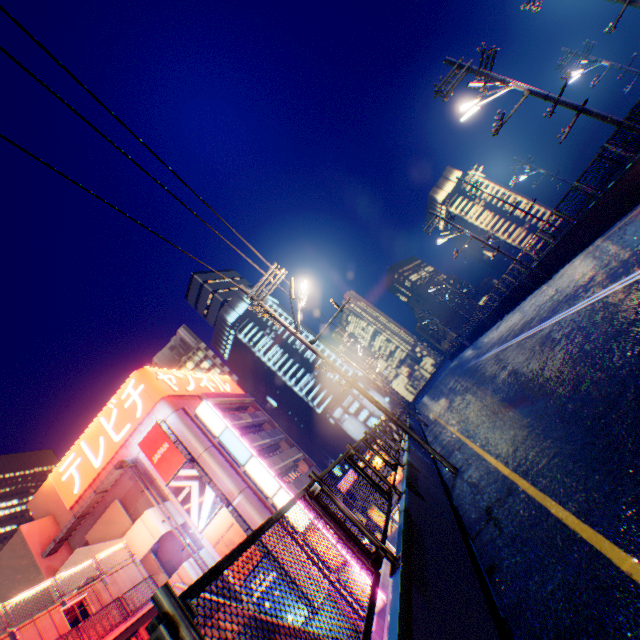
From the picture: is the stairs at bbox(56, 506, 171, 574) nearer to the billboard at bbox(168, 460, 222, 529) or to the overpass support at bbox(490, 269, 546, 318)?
the billboard at bbox(168, 460, 222, 529)

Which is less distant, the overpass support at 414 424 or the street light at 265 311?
the street light at 265 311

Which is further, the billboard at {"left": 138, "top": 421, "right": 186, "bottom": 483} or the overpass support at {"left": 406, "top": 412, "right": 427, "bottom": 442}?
the billboard at {"left": 138, "top": 421, "right": 186, "bottom": 483}

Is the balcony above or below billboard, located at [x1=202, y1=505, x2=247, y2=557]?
below

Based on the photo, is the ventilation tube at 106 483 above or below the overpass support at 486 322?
above

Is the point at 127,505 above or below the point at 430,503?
above

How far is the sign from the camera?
25.7 meters

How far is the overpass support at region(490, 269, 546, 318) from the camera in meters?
24.1 m
